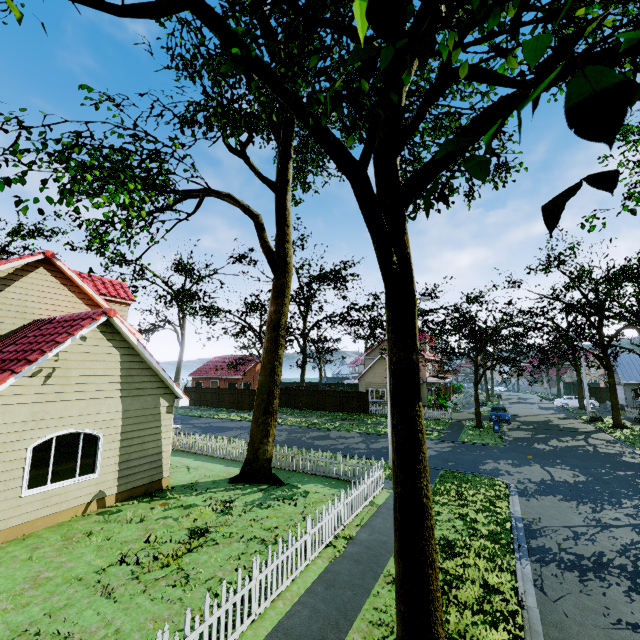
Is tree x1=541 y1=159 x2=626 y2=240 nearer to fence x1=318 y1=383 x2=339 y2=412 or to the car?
fence x1=318 y1=383 x2=339 y2=412

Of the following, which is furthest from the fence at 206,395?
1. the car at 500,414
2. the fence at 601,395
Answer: the car at 500,414

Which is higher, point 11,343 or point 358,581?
point 11,343

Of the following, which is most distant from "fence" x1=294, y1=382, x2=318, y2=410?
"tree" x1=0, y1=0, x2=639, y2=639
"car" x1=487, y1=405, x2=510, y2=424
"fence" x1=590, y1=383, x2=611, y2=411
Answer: "car" x1=487, y1=405, x2=510, y2=424

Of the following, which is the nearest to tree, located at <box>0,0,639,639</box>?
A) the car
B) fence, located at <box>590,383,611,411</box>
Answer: fence, located at <box>590,383,611,411</box>

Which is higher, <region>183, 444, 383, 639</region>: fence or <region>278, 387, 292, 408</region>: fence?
<region>278, 387, 292, 408</region>: fence

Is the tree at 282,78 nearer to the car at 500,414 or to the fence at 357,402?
the fence at 357,402
